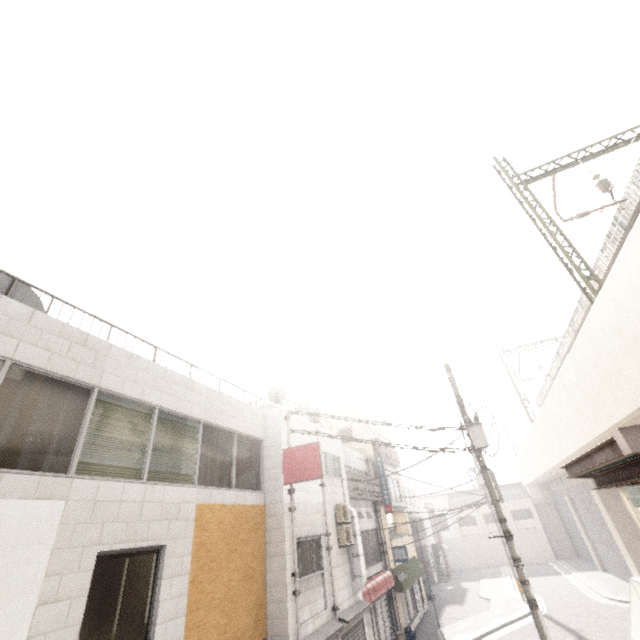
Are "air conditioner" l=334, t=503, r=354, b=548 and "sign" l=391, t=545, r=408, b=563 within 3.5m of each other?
no

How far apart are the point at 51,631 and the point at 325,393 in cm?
2017

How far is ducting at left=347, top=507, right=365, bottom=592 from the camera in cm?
1217

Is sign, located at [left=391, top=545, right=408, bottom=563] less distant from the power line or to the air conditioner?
the air conditioner

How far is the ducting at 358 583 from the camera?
12.2m

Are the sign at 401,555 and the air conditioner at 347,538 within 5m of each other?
no

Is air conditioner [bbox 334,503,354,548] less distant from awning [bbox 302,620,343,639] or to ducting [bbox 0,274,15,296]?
awning [bbox 302,620,343,639]

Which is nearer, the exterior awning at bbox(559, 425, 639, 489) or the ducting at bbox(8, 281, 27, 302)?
the exterior awning at bbox(559, 425, 639, 489)
